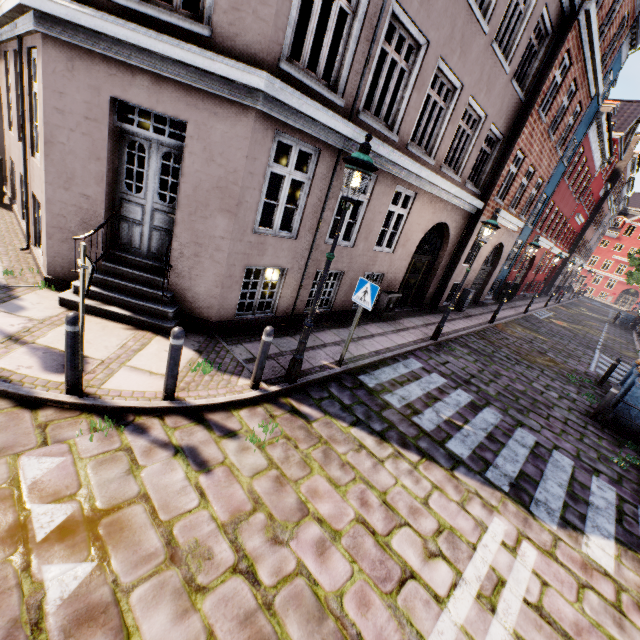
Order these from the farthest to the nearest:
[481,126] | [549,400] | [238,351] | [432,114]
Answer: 1. [432,114]
2. [481,126]
3. [549,400]
4. [238,351]

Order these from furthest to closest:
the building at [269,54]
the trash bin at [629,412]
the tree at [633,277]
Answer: the tree at [633,277], the trash bin at [629,412], the building at [269,54]

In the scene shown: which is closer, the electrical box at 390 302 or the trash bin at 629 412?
the trash bin at 629 412

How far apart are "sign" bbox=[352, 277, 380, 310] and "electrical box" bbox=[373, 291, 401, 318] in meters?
4.1

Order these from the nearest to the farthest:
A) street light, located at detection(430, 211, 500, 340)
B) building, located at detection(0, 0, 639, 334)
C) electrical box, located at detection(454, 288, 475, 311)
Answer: building, located at detection(0, 0, 639, 334), street light, located at detection(430, 211, 500, 340), electrical box, located at detection(454, 288, 475, 311)

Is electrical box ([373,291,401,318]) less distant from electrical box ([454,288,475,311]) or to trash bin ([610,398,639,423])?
electrical box ([454,288,475,311])

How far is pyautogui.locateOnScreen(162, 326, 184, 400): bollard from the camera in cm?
403

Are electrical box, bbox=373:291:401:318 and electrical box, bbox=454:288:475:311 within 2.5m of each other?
no
